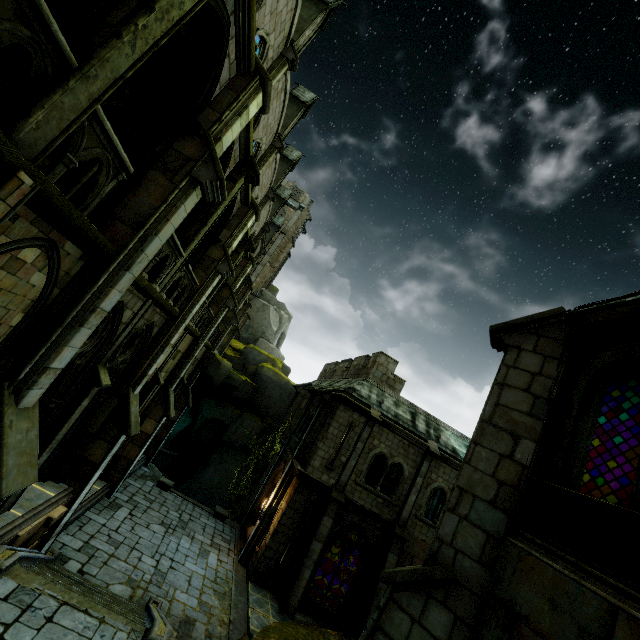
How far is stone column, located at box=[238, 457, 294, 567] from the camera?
16.4m

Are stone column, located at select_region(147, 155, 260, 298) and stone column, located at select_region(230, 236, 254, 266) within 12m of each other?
yes

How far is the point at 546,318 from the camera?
5.35m

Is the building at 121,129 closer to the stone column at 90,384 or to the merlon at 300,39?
the merlon at 300,39

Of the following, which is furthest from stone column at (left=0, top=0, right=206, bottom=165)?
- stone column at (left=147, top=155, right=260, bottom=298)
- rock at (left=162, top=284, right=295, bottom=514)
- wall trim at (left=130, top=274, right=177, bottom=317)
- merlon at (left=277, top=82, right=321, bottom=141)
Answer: rock at (left=162, top=284, right=295, bottom=514)

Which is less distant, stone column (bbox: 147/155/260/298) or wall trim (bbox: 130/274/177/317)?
wall trim (bbox: 130/274/177/317)

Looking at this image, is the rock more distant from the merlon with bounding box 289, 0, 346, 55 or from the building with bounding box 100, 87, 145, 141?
the merlon with bounding box 289, 0, 346, 55

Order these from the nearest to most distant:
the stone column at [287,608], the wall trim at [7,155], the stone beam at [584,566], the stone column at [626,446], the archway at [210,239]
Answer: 1. the stone beam at [584,566]
2. the wall trim at [7,155]
3. the stone column at [626,446]
4. the archway at [210,239]
5. the stone column at [287,608]
